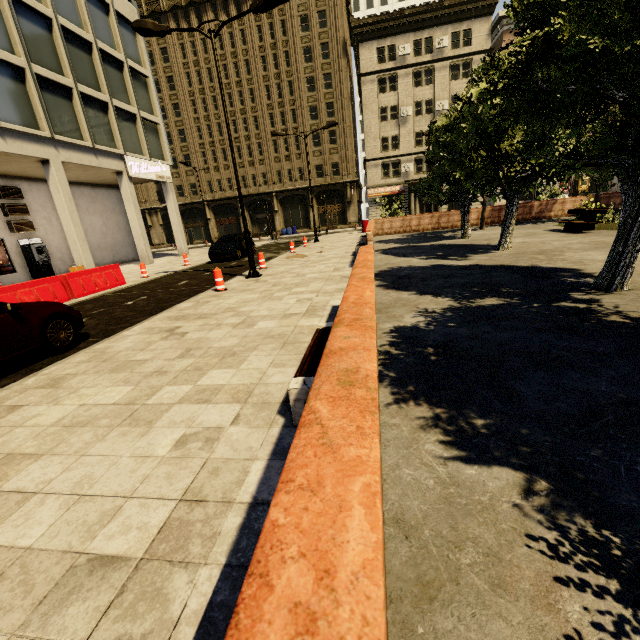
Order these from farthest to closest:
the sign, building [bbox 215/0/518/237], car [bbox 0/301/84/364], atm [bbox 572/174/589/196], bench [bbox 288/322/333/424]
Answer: atm [bbox 572/174/589/196] → building [bbox 215/0/518/237] → the sign → car [bbox 0/301/84/364] → bench [bbox 288/322/333/424]

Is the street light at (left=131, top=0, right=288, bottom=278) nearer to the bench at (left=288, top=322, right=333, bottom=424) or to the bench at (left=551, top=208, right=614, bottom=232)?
the bench at (left=288, top=322, right=333, bottom=424)

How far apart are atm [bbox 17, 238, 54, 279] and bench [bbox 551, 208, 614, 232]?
27.5m

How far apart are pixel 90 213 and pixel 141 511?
27.83m

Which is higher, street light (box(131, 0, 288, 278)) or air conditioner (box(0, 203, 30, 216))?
street light (box(131, 0, 288, 278))

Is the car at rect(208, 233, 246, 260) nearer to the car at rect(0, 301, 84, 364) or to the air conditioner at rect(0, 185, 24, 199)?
the air conditioner at rect(0, 185, 24, 199)

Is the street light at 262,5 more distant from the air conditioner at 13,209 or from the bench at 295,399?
the air conditioner at 13,209

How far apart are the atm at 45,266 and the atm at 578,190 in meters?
50.0 m
